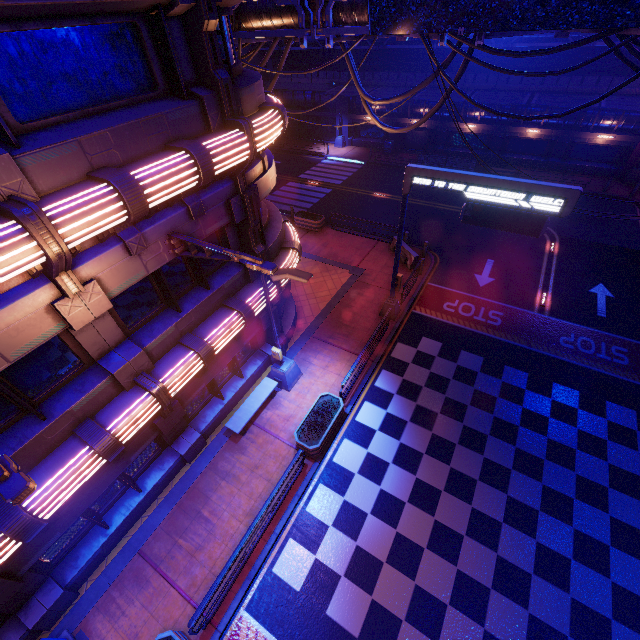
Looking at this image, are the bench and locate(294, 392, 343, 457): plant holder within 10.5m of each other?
yes

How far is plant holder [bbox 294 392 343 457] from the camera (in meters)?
11.05

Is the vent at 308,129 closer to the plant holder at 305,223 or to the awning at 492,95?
the awning at 492,95

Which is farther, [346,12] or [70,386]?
[346,12]

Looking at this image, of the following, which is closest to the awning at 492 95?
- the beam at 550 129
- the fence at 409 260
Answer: the beam at 550 129

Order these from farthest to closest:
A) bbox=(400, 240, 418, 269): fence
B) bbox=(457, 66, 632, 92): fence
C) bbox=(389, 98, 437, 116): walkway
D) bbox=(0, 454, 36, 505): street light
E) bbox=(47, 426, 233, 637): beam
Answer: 1. bbox=(389, 98, 437, 116): walkway
2. bbox=(457, 66, 632, 92): fence
3. bbox=(400, 240, 418, 269): fence
4. bbox=(47, 426, 233, 637): beam
5. bbox=(0, 454, 36, 505): street light

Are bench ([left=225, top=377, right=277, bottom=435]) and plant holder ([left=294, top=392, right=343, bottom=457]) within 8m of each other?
yes

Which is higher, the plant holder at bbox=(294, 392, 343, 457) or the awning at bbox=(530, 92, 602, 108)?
the awning at bbox=(530, 92, 602, 108)
